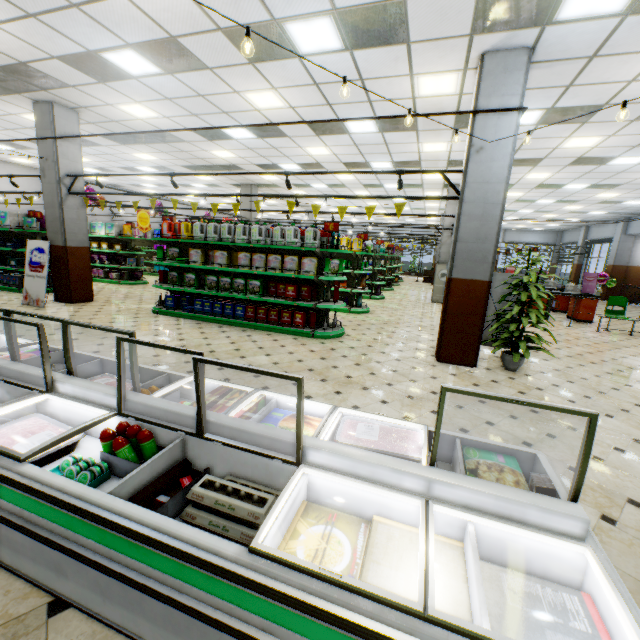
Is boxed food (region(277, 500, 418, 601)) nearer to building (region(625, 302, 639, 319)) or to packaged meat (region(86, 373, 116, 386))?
building (region(625, 302, 639, 319))

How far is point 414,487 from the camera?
1.5m

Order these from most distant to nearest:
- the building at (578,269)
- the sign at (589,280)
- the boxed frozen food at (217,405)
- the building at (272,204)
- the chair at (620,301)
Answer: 1. the building at (578,269)
2. the building at (272,204)
3. the sign at (589,280)
4. the chair at (620,301)
5. the boxed frozen food at (217,405)

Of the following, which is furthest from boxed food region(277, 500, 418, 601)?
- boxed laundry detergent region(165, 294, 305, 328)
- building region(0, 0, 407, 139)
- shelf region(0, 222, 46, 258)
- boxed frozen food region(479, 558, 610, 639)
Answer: shelf region(0, 222, 46, 258)

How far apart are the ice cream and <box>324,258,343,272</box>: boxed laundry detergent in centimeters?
564cm

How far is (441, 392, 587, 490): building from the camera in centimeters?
329cm

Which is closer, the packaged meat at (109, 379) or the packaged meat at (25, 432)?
the packaged meat at (25, 432)

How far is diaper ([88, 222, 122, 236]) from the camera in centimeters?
1273cm
